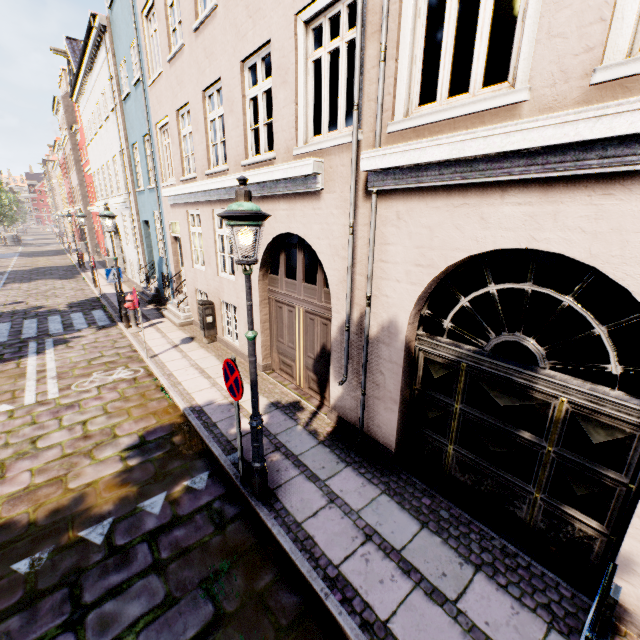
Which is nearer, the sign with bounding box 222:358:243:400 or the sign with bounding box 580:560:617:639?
the sign with bounding box 580:560:617:639

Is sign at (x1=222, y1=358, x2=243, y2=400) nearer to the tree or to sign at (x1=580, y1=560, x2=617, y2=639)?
sign at (x1=580, y1=560, x2=617, y2=639)

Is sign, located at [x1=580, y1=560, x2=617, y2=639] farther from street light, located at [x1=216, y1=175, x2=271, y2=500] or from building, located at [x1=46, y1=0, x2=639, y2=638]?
street light, located at [x1=216, y1=175, x2=271, y2=500]

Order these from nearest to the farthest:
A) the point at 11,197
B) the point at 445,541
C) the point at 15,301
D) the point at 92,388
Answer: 1. the point at 445,541
2. the point at 92,388
3. the point at 15,301
4. the point at 11,197

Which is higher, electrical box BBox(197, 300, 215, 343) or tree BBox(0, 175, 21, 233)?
tree BBox(0, 175, 21, 233)

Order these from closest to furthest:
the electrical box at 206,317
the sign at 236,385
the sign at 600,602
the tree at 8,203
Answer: the sign at 600,602 → the sign at 236,385 → the electrical box at 206,317 → the tree at 8,203

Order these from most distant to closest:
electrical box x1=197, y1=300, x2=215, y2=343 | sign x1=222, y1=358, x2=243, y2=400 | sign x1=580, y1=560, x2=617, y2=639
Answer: electrical box x1=197, y1=300, x2=215, y2=343 → sign x1=222, y1=358, x2=243, y2=400 → sign x1=580, y1=560, x2=617, y2=639

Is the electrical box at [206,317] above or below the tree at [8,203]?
below
